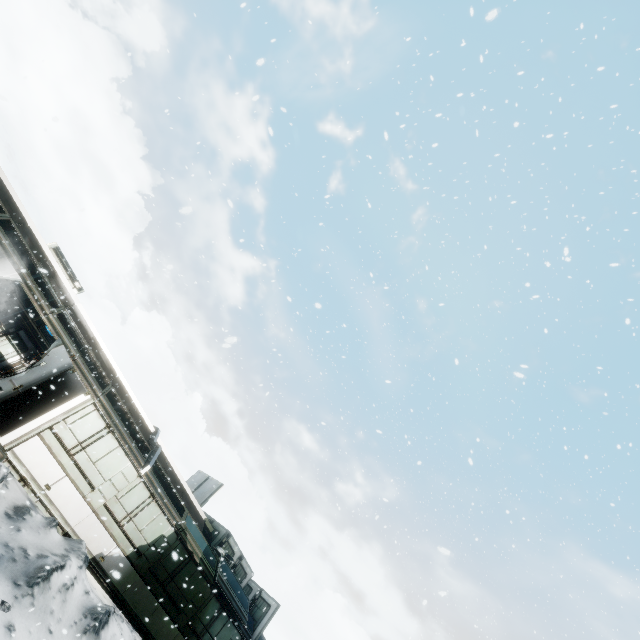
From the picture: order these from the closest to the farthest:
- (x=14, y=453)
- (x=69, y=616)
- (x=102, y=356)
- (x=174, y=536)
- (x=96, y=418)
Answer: (x=69, y=616)
(x=14, y=453)
(x=96, y=418)
(x=174, y=536)
(x=102, y=356)
